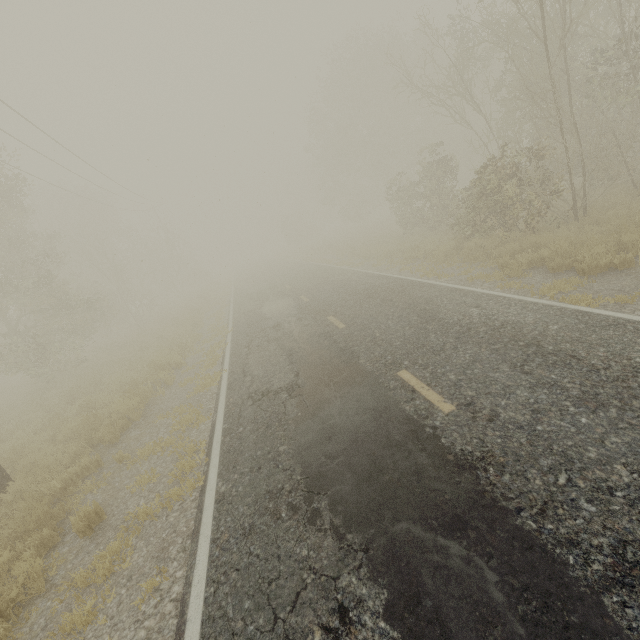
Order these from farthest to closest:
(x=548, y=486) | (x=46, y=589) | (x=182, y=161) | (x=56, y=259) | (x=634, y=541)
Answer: (x=182, y=161), (x=56, y=259), (x=46, y=589), (x=548, y=486), (x=634, y=541)
